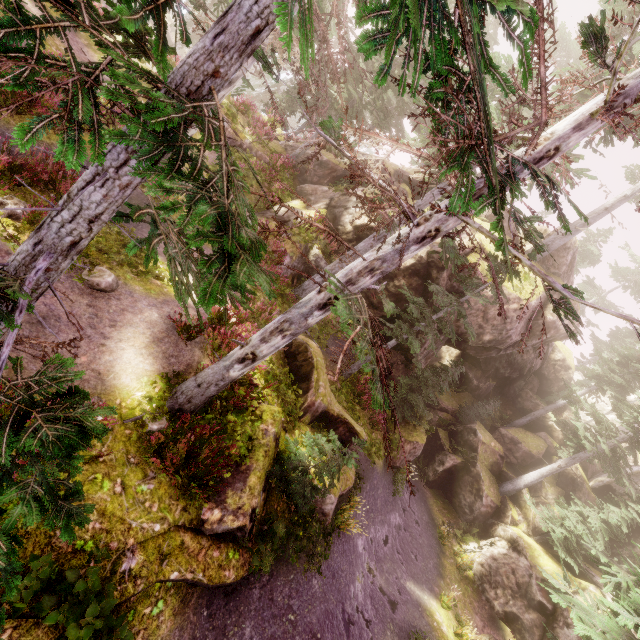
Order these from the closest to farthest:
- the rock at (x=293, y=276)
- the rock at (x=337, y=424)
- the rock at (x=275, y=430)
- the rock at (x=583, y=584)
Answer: the rock at (x=275, y=430) < the rock at (x=337, y=424) < the rock at (x=293, y=276) < the rock at (x=583, y=584)

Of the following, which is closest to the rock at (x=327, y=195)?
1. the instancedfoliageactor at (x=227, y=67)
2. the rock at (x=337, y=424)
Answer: the instancedfoliageactor at (x=227, y=67)

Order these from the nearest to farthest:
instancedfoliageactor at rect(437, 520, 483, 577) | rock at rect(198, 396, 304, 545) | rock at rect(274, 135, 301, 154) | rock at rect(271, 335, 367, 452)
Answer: rock at rect(198, 396, 304, 545)
rock at rect(271, 335, 367, 452)
instancedfoliageactor at rect(437, 520, 483, 577)
rock at rect(274, 135, 301, 154)

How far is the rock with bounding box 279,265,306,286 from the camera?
16.2m

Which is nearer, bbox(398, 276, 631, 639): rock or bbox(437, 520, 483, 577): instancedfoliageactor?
bbox(398, 276, 631, 639): rock

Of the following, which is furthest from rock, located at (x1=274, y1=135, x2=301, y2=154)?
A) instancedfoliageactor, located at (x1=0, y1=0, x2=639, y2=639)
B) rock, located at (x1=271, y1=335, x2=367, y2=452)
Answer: rock, located at (x1=271, y1=335, x2=367, y2=452)

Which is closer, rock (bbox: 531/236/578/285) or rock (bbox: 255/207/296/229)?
rock (bbox: 255/207/296/229)

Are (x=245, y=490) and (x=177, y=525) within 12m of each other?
yes
